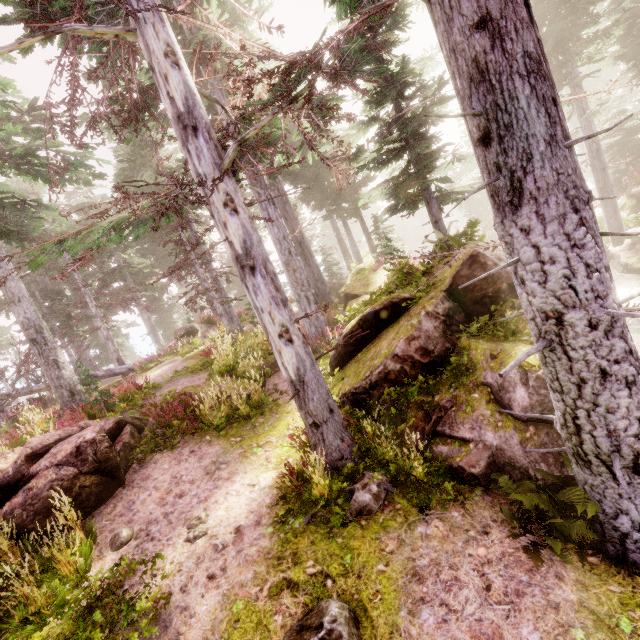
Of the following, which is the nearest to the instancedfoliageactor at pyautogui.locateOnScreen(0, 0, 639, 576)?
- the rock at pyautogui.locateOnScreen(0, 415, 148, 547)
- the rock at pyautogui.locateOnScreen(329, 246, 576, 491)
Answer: the rock at pyautogui.locateOnScreen(329, 246, 576, 491)

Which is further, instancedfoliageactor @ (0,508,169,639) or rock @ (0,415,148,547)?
rock @ (0,415,148,547)

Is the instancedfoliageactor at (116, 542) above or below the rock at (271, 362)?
below

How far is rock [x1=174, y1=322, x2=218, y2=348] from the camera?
19.3 meters

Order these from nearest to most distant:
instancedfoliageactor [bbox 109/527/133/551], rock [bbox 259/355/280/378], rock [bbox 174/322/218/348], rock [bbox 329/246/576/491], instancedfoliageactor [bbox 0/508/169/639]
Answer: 1. instancedfoliageactor [bbox 0/508/169/639]
2. rock [bbox 329/246/576/491]
3. instancedfoliageactor [bbox 109/527/133/551]
4. rock [bbox 259/355/280/378]
5. rock [bbox 174/322/218/348]

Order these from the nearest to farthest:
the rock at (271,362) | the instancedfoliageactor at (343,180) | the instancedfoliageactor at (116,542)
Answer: the instancedfoliageactor at (343,180)
the instancedfoliageactor at (116,542)
the rock at (271,362)

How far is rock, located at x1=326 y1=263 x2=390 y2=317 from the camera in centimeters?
1304cm

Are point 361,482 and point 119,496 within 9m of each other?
yes
